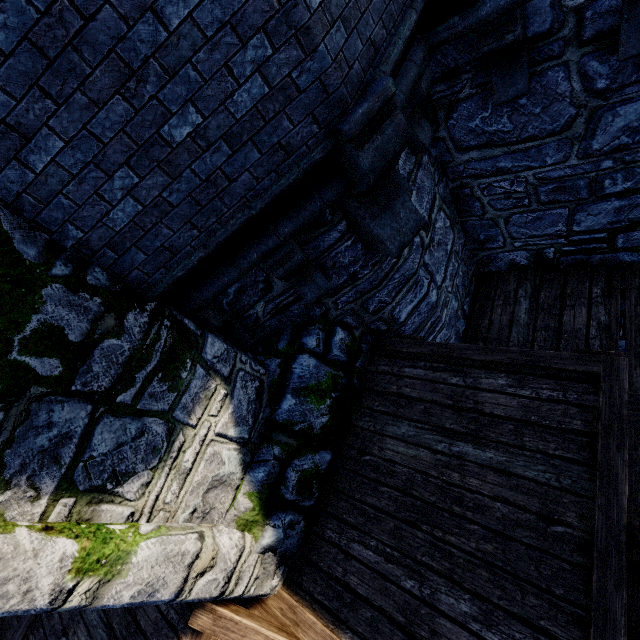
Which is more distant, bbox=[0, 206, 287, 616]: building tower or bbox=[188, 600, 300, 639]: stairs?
bbox=[188, 600, 300, 639]: stairs

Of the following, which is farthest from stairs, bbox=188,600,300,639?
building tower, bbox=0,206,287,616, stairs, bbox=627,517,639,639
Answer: stairs, bbox=627,517,639,639

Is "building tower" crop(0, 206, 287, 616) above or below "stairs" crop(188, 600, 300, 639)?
above

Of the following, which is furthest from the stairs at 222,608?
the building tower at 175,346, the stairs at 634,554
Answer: the stairs at 634,554

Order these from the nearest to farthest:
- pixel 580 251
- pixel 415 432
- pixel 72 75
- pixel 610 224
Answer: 1. pixel 72 75
2. pixel 415 432
3. pixel 610 224
4. pixel 580 251

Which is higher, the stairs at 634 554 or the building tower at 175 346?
the building tower at 175 346
